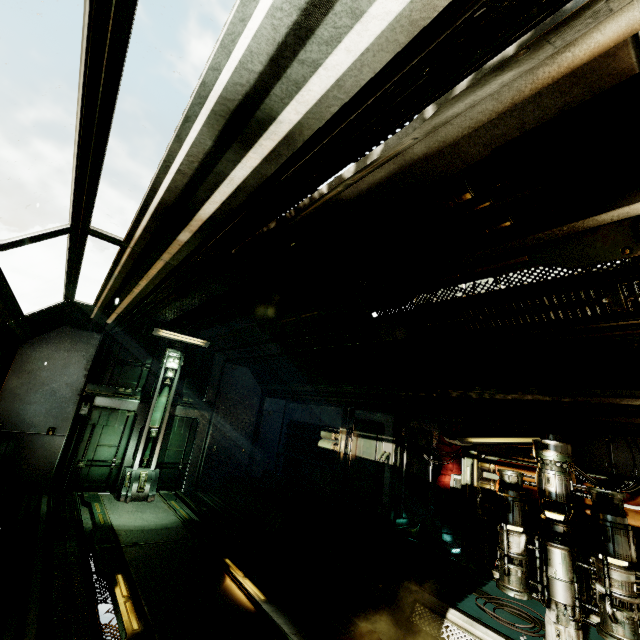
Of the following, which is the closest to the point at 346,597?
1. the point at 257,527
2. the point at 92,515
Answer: the point at 257,527

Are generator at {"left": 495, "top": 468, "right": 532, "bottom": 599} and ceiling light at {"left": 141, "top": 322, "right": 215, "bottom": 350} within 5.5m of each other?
no

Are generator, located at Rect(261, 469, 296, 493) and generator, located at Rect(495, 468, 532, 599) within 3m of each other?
no

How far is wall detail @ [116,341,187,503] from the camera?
8.3 meters

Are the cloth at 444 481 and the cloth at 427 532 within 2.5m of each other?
yes

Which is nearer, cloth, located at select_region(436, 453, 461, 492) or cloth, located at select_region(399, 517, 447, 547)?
cloth, located at select_region(399, 517, 447, 547)

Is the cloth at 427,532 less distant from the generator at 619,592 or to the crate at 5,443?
the generator at 619,592

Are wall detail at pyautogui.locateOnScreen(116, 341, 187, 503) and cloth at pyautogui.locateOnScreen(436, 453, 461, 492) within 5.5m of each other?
no
